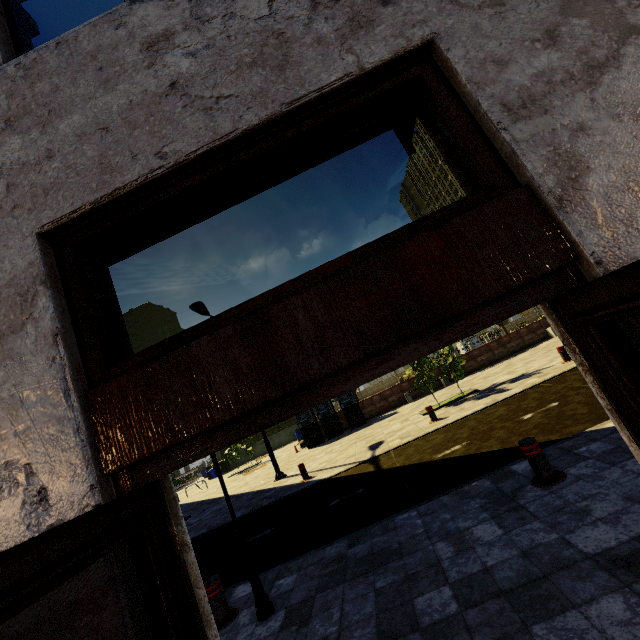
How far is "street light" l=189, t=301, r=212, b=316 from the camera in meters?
13.2 m

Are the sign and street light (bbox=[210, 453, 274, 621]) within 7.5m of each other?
yes

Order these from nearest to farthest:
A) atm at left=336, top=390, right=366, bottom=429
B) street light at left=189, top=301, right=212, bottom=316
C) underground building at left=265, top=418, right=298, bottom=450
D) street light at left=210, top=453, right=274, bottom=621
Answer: street light at left=210, top=453, right=274, bottom=621 < street light at left=189, top=301, right=212, bottom=316 < atm at left=336, top=390, right=366, bottom=429 < underground building at left=265, top=418, right=298, bottom=450

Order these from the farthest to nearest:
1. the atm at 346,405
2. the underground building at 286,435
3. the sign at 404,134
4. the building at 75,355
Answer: the underground building at 286,435, the atm at 346,405, the sign at 404,134, the building at 75,355

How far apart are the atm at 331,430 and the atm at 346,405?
0.4 meters

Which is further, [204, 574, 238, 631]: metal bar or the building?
[204, 574, 238, 631]: metal bar

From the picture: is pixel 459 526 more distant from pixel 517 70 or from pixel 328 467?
pixel 328 467

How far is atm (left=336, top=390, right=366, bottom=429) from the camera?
19.0m
